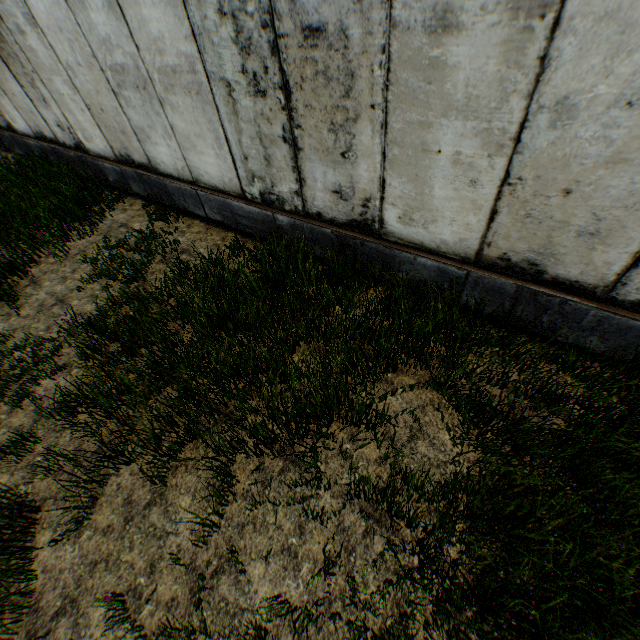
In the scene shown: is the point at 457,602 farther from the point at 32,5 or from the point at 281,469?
the point at 32,5
